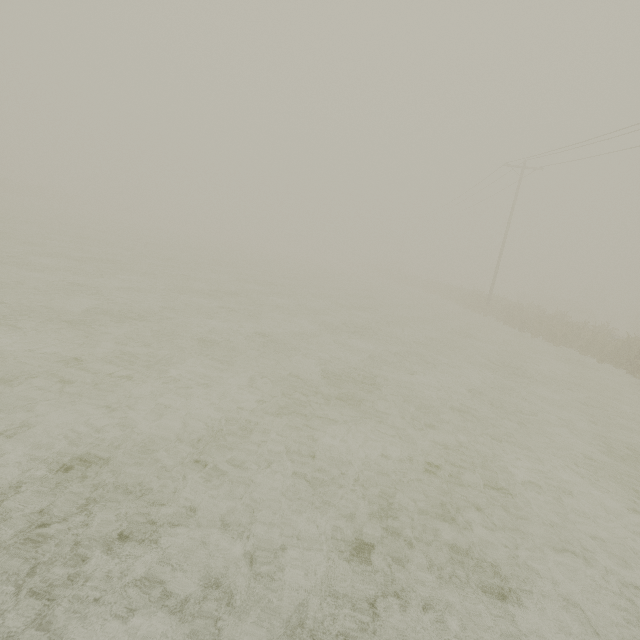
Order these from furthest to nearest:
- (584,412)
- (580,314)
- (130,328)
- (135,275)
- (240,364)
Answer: (580,314) → (135,275) → (584,412) → (130,328) → (240,364)
